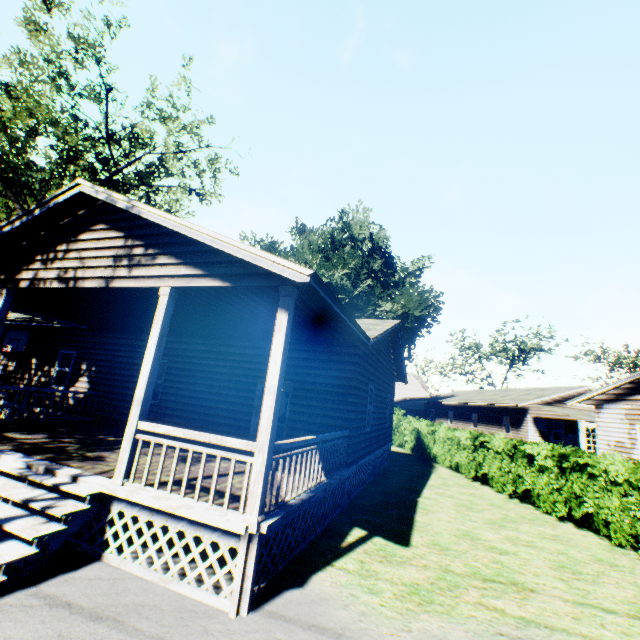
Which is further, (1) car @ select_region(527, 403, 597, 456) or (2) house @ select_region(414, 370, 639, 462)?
(1) car @ select_region(527, 403, 597, 456)

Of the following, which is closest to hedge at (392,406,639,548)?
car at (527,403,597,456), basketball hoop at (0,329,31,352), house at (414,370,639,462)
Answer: car at (527,403,597,456)

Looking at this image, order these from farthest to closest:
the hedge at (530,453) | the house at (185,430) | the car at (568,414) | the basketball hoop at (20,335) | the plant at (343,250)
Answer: the plant at (343,250), the car at (568,414), the basketball hoop at (20,335), the hedge at (530,453), the house at (185,430)

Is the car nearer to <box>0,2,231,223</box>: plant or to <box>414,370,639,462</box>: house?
<box>414,370,639,462</box>: house

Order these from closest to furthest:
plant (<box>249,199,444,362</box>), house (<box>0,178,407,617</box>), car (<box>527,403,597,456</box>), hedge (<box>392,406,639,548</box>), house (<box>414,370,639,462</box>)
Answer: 1. house (<box>0,178,407,617</box>)
2. hedge (<box>392,406,639,548</box>)
3. house (<box>414,370,639,462</box>)
4. car (<box>527,403,597,456</box>)
5. plant (<box>249,199,444,362</box>)

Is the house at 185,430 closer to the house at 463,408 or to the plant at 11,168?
the plant at 11,168

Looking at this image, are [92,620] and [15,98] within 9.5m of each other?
no

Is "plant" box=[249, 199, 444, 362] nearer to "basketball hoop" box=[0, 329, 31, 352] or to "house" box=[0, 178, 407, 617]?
"house" box=[0, 178, 407, 617]
